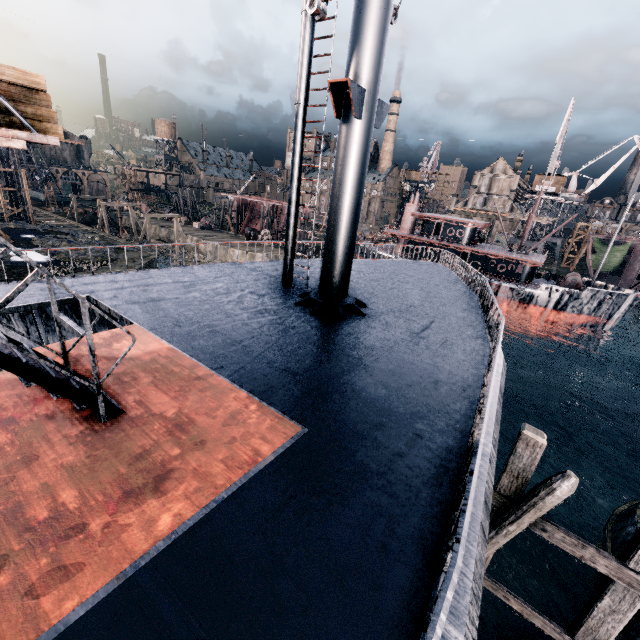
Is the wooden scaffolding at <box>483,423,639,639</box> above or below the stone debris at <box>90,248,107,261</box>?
above

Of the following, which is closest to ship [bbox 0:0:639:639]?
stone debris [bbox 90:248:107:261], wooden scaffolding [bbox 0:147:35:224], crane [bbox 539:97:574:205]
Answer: stone debris [bbox 90:248:107:261]

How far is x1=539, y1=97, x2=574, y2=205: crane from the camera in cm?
4634

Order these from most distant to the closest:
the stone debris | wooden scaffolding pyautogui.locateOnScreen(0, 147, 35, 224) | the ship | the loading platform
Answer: wooden scaffolding pyautogui.locateOnScreen(0, 147, 35, 224) → the stone debris → the loading platform → the ship

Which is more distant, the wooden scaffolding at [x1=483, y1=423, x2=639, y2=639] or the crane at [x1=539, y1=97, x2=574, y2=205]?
the crane at [x1=539, y1=97, x2=574, y2=205]

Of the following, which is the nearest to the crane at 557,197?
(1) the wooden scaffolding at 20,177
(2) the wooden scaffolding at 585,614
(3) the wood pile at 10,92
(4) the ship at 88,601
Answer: (4) the ship at 88,601

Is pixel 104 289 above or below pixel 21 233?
above

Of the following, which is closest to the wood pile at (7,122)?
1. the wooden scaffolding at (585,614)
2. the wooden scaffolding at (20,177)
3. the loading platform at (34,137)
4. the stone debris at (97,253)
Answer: the loading platform at (34,137)
